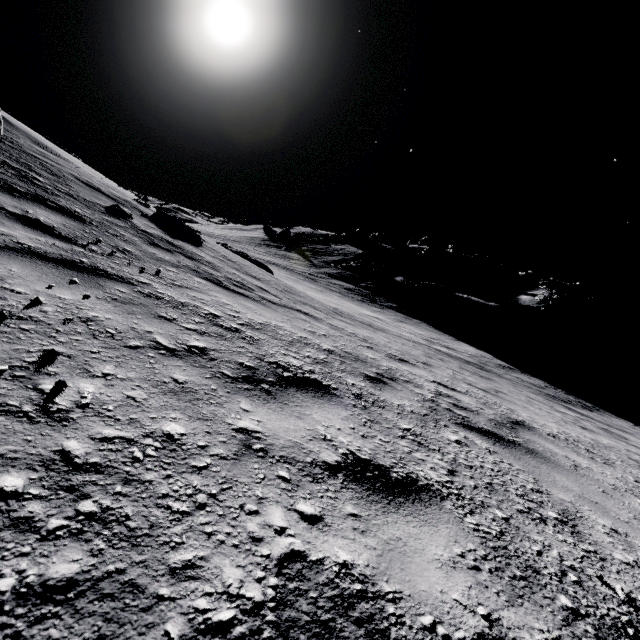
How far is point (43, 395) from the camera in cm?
127

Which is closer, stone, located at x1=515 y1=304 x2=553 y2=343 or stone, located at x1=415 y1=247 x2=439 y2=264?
stone, located at x1=515 y1=304 x2=553 y2=343

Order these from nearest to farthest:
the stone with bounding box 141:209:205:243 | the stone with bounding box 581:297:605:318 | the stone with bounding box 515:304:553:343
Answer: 1. the stone with bounding box 141:209:205:243
2. the stone with bounding box 515:304:553:343
3. the stone with bounding box 581:297:605:318

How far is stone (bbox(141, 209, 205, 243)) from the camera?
7.4 meters

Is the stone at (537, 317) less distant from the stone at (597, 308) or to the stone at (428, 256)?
the stone at (428, 256)

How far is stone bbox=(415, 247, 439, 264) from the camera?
50.9m

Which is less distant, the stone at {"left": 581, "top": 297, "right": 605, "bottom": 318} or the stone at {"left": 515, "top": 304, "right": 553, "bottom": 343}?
the stone at {"left": 515, "top": 304, "right": 553, "bottom": 343}

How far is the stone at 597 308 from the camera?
55.4 meters
